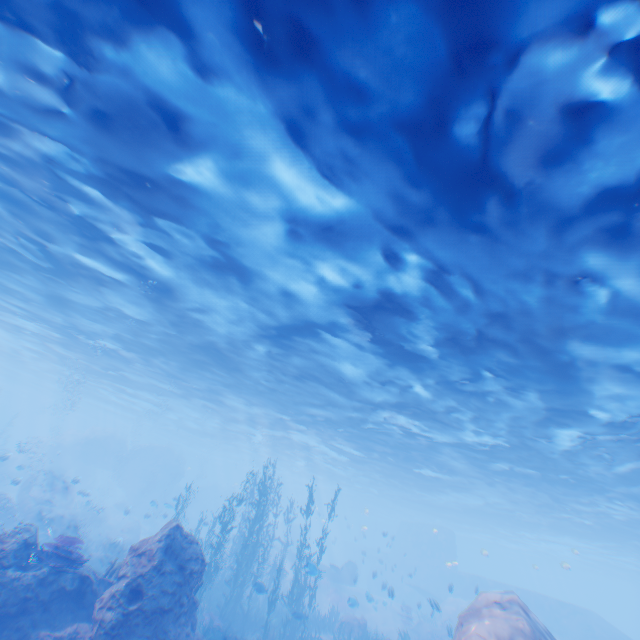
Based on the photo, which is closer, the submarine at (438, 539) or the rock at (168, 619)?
the rock at (168, 619)

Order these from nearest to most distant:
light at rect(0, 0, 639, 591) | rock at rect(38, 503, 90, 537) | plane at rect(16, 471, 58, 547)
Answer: light at rect(0, 0, 639, 591) → plane at rect(16, 471, 58, 547) → rock at rect(38, 503, 90, 537)

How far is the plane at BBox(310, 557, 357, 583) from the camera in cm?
2067

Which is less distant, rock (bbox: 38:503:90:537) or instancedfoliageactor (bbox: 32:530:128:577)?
instancedfoliageactor (bbox: 32:530:128:577)

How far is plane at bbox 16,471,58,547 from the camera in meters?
19.3

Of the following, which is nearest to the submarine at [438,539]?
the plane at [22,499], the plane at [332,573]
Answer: the plane at [332,573]

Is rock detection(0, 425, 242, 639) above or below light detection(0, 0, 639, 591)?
below

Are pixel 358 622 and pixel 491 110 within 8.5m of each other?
no
